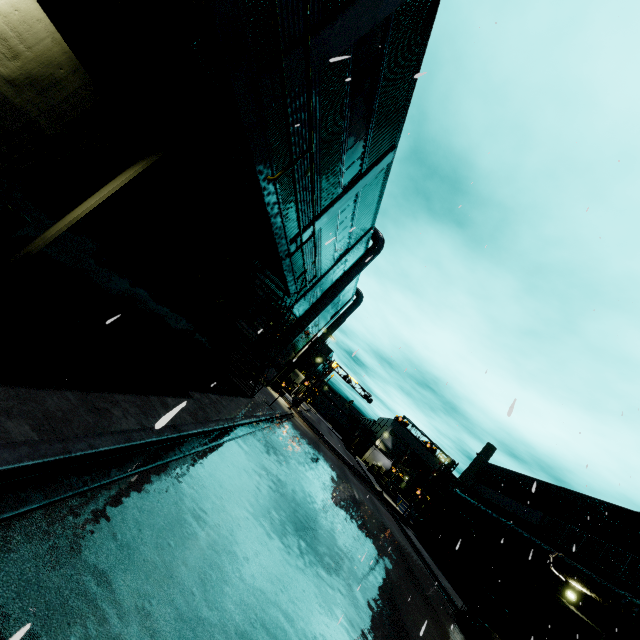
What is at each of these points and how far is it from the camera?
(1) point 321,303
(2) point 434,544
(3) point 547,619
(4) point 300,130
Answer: (1) vent duct, 24.4m
(2) building, 32.1m
(3) roll-up door, 18.5m
(4) building, 10.3m

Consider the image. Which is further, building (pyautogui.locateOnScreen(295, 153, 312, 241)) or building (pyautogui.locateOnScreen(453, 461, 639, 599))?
building (pyautogui.locateOnScreen(453, 461, 639, 599))

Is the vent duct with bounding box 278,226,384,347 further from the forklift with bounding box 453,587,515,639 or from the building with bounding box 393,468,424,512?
the forklift with bounding box 453,587,515,639

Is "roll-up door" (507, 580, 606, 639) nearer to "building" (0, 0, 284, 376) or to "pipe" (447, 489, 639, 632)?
"building" (0, 0, 284, 376)

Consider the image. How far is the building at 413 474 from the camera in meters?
50.1 m

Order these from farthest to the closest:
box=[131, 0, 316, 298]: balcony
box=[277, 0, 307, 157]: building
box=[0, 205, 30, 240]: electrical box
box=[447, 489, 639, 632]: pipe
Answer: box=[447, 489, 639, 632]: pipe → box=[277, 0, 307, 157]: building → box=[0, 205, 30, 240]: electrical box → box=[131, 0, 316, 298]: balcony

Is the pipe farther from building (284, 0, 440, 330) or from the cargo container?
the cargo container
